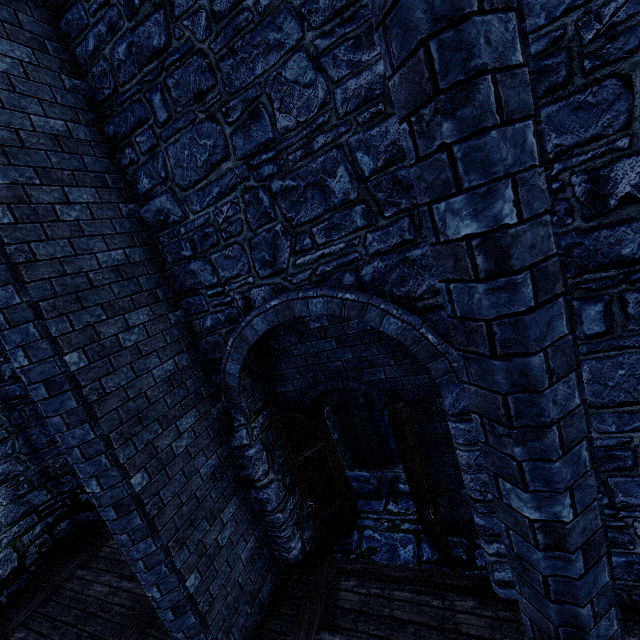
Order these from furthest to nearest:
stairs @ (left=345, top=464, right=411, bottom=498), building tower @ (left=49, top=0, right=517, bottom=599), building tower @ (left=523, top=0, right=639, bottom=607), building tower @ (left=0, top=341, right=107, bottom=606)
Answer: building tower @ (left=0, top=341, right=107, bottom=606) → stairs @ (left=345, top=464, right=411, bottom=498) → building tower @ (left=49, top=0, right=517, bottom=599) → building tower @ (left=523, top=0, right=639, bottom=607)

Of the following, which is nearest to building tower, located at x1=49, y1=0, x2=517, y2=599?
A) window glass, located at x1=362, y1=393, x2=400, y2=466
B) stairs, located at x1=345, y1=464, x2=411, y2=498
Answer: stairs, located at x1=345, y1=464, x2=411, y2=498

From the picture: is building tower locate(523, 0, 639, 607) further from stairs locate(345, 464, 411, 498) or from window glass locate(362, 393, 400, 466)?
window glass locate(362, 393, 400, 466)

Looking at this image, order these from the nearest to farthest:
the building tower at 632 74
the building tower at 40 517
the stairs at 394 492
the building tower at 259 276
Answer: the building tower at 632 74
the building tower at 259 276
the stairs at 394 492
the building tower at 40 517

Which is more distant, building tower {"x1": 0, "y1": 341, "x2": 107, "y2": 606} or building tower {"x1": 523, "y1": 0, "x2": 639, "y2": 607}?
building tower {"x1": 0, "y1": 341, "x2": 107, "y2": 606}

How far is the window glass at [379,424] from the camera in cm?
743

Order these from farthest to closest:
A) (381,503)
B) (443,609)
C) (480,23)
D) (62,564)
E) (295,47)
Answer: (62,564) < (381,503) < (443,609) < (295,47) < (480,23)
